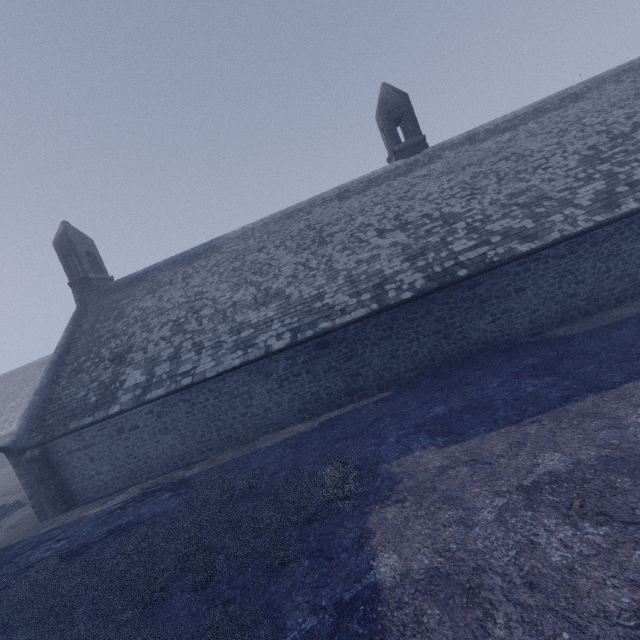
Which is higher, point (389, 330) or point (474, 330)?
point (389, 330)
